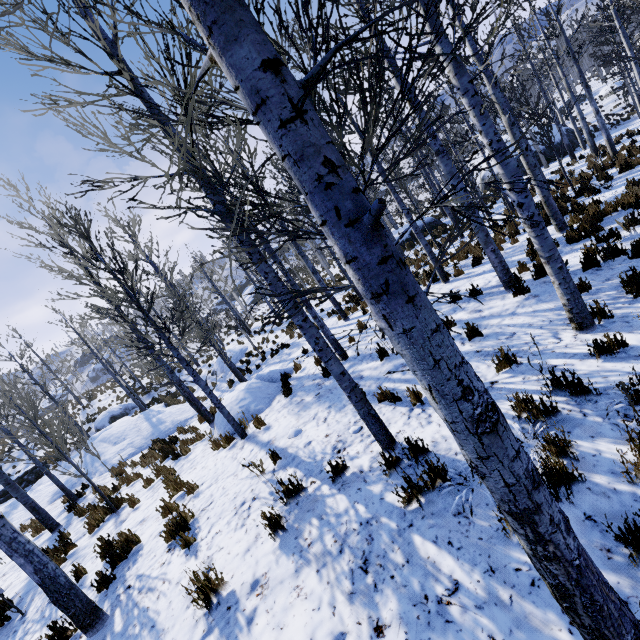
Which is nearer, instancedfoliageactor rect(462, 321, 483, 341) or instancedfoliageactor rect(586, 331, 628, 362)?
instancedfoliageactor rect(586, 331, 628, 362)

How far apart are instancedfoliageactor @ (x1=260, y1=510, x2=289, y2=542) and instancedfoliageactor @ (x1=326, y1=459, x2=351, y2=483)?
0.78m

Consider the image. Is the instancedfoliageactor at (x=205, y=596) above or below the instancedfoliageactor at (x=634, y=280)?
above

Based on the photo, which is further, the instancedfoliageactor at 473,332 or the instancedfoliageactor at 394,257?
the instancedfoliageactor at 473,332

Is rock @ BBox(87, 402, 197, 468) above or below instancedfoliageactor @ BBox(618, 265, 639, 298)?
above

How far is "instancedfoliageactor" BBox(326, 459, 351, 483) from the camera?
4.34m

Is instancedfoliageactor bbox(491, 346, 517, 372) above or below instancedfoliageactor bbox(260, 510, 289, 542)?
below

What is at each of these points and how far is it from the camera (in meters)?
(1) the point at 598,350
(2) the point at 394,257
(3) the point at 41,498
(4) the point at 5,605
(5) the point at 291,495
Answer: (1) instancedfoliageactor, 4.09
(2) instancedfoliageactor, 1.10
(3) rock, 12.86
(4) instancedfoliageactor, 5.97
(5) instancedfoliageactor, 4.42
